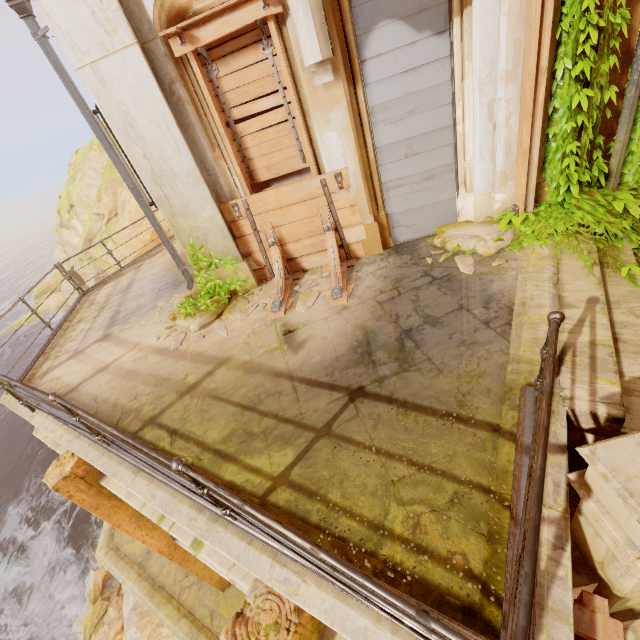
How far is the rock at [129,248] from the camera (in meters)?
28.16

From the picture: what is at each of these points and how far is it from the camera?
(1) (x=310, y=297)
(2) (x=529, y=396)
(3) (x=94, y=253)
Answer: (1) rubble, 5.4m
(2) metal trim, 2.8m
(3) rock, 29.1m

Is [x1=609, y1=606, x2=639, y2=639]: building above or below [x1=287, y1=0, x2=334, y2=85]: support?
below

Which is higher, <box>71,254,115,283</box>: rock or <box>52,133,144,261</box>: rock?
<box>52,133,144,261</box>: rock

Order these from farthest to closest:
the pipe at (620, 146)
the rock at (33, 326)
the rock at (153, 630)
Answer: the rock at (33, 326)
the rock at (153, 630)
the pipe at (620, 146)

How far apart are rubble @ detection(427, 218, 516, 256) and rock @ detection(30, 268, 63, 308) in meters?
48.3

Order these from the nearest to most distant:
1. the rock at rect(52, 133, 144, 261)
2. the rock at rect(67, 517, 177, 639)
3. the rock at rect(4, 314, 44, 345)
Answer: the rock at rect(67, 517, 177, 639) → the rock at rect(52, 133, 144, 261) → the rock at rect(4, 314, 44, 345)

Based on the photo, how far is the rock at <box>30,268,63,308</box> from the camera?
36.6m
